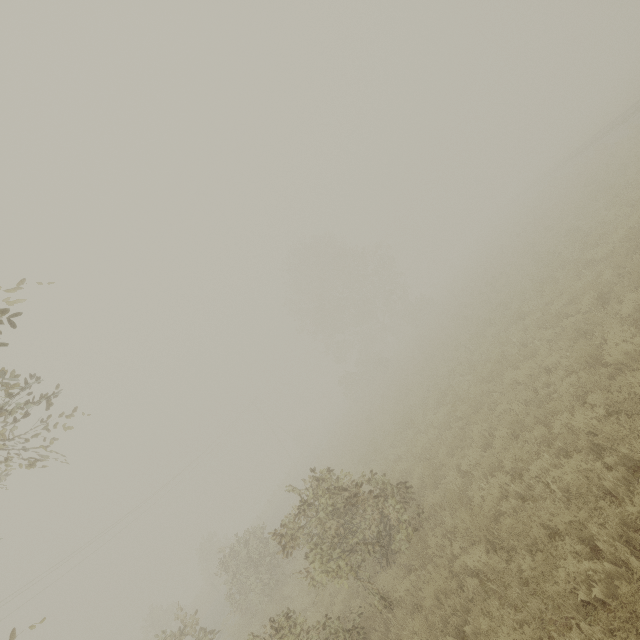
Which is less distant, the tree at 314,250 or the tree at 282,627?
the tree at 282,627

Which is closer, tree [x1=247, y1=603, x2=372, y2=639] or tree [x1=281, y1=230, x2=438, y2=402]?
tree [x1=247, y1=603, x2=372, y2=639]

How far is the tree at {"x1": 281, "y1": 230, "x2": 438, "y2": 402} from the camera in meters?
37.4

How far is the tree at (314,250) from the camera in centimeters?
3744cm

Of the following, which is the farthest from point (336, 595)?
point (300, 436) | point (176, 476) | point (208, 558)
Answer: point (300, 436)
